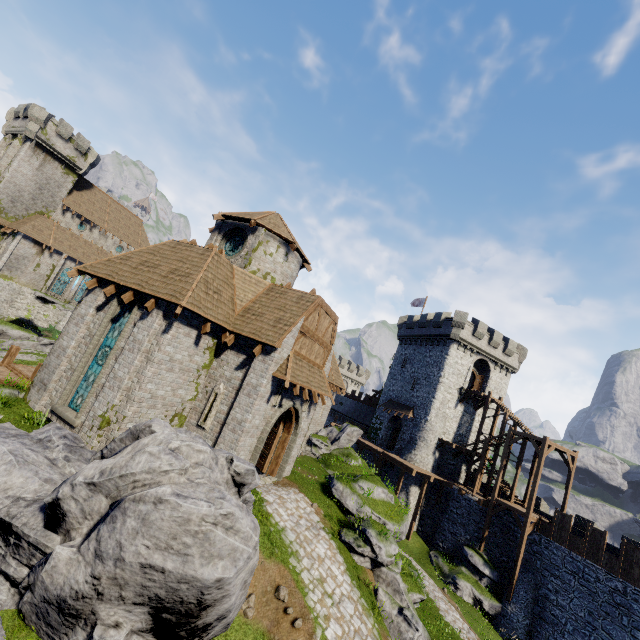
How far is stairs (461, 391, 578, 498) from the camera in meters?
25.4

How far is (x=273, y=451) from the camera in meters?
16.7 m

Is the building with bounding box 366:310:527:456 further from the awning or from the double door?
the double door

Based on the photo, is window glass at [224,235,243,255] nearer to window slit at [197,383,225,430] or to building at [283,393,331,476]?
building at [283,393,331,476]

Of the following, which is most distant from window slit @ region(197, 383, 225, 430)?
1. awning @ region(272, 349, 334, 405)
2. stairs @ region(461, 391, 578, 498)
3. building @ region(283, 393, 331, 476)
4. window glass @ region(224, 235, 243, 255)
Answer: stairs @ region(461, 391, 578, 498)

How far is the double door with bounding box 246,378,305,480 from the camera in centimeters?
1380cm

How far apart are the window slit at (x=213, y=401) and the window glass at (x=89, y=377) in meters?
4.0

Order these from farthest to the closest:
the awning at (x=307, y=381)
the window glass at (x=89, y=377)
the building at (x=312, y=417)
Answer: the building at (x=312, y=417) → the awning at (x=307, y=381) → the window glass at (x=89, y=377)
